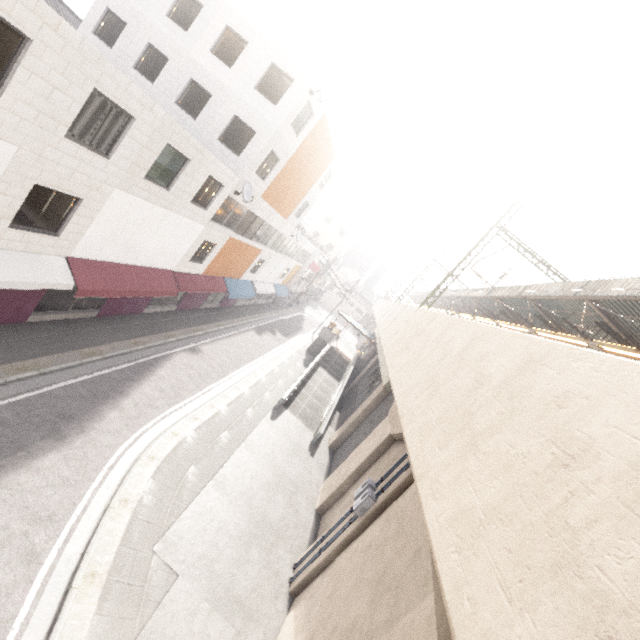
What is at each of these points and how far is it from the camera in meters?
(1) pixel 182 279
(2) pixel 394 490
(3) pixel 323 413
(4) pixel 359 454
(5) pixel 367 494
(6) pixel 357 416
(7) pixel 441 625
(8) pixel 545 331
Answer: (1) awning, 17.8
(2) concrete pillar, 9.5
(3) ramp, 22.9
(4) concrete pillar, 14.8
(5) electrical box, 9.9
(6) concrete pillar, 19.7
(7) concrete pillar, 4.2
(8) awning structure, 16.3

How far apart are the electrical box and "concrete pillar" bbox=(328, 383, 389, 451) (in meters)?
9.40

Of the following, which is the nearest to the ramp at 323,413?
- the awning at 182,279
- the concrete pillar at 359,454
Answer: the concrete pillar at 359,454

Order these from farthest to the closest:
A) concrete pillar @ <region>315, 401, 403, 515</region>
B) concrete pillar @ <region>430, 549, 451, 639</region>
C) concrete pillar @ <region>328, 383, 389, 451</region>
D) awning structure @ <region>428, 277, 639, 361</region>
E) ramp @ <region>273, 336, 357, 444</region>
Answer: ramp @ <region>273, 336, 357, 444</region> < concrete pillar @ <region>328, 383, 389, 451</region> < concrete pillar @ <region>315, 401, 403, 515</region> < awning structure @ <region>428, 277, 639, 361</region> < concrete pillar @ <region>430, 549, 451, 639</region>

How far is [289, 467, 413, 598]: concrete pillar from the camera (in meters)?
9.45

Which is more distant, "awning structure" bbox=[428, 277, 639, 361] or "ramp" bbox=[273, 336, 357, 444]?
"ramp" bbox=[273, 336, 357, 444]

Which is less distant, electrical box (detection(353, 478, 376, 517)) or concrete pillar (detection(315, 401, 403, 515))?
electrical box (detection(353, 478, 376, 517))

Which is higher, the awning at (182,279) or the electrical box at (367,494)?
the electrical box at (367,494)
